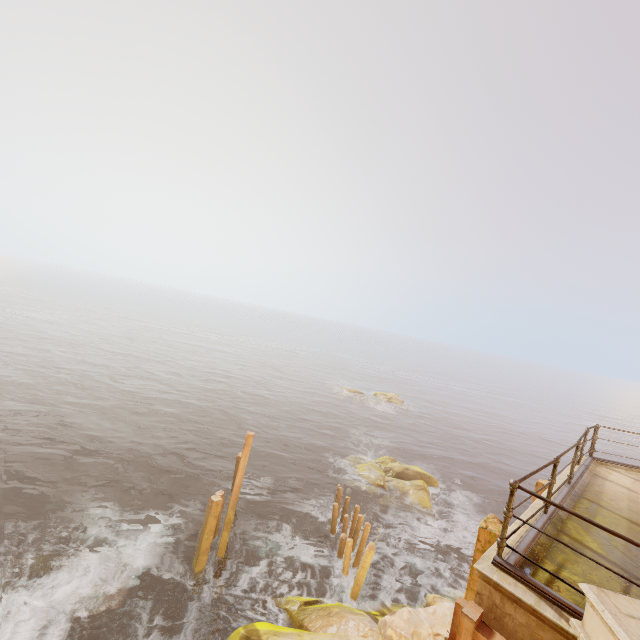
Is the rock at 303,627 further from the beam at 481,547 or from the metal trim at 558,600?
the metal trim at 558,600

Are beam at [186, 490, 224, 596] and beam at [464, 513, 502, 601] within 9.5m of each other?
yes

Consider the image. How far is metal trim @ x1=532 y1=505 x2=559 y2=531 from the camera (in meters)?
4.74

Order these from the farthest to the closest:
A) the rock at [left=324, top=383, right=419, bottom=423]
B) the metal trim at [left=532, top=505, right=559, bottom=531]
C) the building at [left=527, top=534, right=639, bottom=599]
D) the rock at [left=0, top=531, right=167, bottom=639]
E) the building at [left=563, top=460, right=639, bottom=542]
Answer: the rock at [left=324, top=383, right=419, bottom=423]
the rock at [left=0, top=531, right=167, bottom=639]
the building at [left=563, top=460, right=639, bottom=542]
the metal trim at [left=532, top=505, right=559, bottom=531]
the building at [left=527, top=534, right=639, bottom=599]

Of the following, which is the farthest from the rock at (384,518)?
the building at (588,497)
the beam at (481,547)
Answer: A: the beam at (481,547)

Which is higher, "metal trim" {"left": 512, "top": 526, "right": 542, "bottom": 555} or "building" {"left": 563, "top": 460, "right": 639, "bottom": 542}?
"metal trim" {"left": 512, "top": 526, "right": 542, "bottom": 555}

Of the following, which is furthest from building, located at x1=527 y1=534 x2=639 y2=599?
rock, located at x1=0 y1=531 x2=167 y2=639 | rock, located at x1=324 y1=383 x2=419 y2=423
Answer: rock, located at x1=324 y1=383 x2=419 y2=423

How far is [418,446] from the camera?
33.5m
